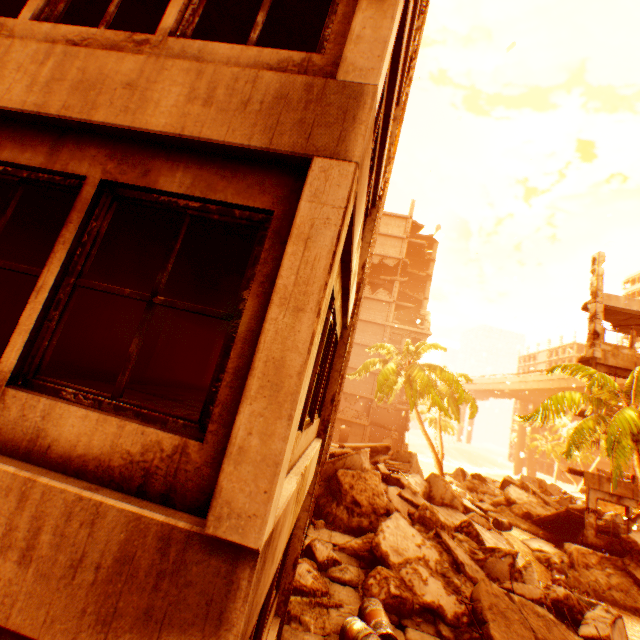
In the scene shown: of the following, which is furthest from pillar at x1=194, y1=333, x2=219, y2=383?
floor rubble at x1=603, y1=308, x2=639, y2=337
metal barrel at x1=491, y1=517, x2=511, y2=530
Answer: floor rubble at x1=603, y1=308, x2=639, y2=337

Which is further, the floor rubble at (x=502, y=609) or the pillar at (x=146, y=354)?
the pillar at (x=146, y=354)

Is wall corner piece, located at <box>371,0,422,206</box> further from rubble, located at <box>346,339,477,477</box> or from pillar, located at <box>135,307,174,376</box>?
pillar, located at <box>135,307,174,376</box>

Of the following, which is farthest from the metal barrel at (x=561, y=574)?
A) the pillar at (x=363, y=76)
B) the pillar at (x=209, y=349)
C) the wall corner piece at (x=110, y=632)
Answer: the pillar at (x=209, y=349)

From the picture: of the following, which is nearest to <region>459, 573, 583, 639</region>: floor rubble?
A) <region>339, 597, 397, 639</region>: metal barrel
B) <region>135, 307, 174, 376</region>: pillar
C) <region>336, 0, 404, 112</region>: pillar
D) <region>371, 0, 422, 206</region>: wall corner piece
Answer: <region>339, 597, 397, 639</region>: metal barrel

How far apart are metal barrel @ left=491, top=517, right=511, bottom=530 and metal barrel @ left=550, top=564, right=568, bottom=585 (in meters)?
2.35

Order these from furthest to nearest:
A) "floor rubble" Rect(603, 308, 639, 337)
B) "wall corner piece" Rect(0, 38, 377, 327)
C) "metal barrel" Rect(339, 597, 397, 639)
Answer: "floor rubble" Rect(603, 308, 639, 337)
"metal barrel" Rect(339, 597, 397, 639)
"wall corner piece" Rect(0, 38, 377, 327)

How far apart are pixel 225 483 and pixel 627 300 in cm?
2273
